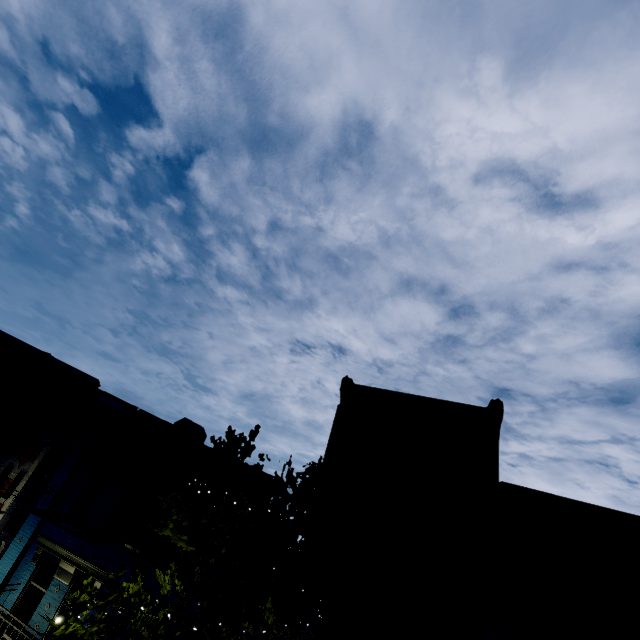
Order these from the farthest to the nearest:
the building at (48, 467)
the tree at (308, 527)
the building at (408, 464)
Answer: the building at (48, 467), the building at (408, 464), the tree at (308, 527)

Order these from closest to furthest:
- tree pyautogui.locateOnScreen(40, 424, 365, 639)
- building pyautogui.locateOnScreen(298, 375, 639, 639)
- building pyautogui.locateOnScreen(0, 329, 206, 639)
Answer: tree pyautogui.locateOnScreen(40, 424, 365, 639) < building pyautogui.locateOnScreen(298, 375, 639, 639) < building pyautogui.locateOnScreen(0, 329, 206, 639)

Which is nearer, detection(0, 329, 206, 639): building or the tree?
the tree

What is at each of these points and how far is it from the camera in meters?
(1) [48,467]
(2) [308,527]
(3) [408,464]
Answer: (1) building, 14.3
(2) tree, 6.5
(3) building, 10.4

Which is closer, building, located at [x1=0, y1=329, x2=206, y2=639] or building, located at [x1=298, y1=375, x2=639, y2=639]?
building, located at [x1=298, y1=375, x2=639, y2=639]

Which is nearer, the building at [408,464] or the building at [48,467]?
the building at [408,464]
